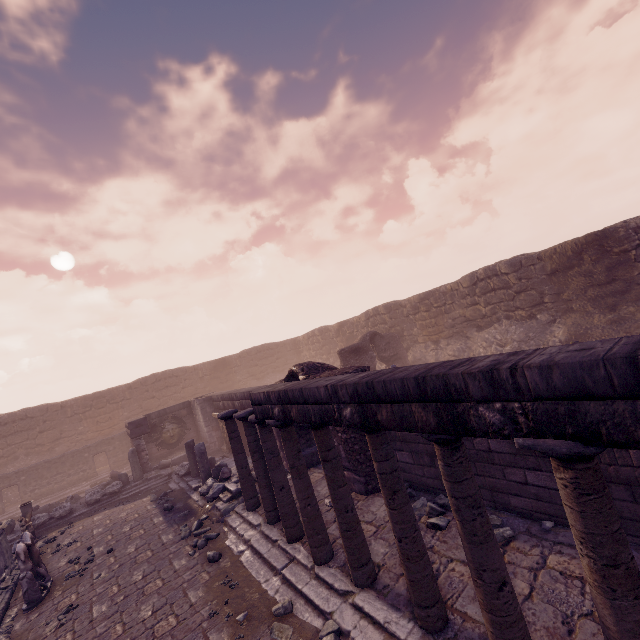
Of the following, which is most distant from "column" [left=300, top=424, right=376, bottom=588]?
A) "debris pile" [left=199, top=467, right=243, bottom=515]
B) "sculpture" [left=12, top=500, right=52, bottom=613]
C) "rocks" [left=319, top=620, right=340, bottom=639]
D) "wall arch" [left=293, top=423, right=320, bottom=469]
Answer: "sculpture" [left=12, top=500, right=52, bottom=613]

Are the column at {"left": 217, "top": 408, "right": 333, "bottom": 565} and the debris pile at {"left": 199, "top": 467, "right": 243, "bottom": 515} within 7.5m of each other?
yes

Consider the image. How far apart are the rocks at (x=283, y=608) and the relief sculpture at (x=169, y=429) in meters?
13.8 m

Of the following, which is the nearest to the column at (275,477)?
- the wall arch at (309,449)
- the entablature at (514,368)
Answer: the entablature at (514,368)

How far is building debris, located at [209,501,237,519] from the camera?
8.7m

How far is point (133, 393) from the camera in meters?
23.5

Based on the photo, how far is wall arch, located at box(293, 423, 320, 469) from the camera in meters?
9.9

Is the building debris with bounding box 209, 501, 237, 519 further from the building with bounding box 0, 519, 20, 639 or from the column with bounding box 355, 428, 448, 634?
the column with bounding box 355, 428, 448, 634
